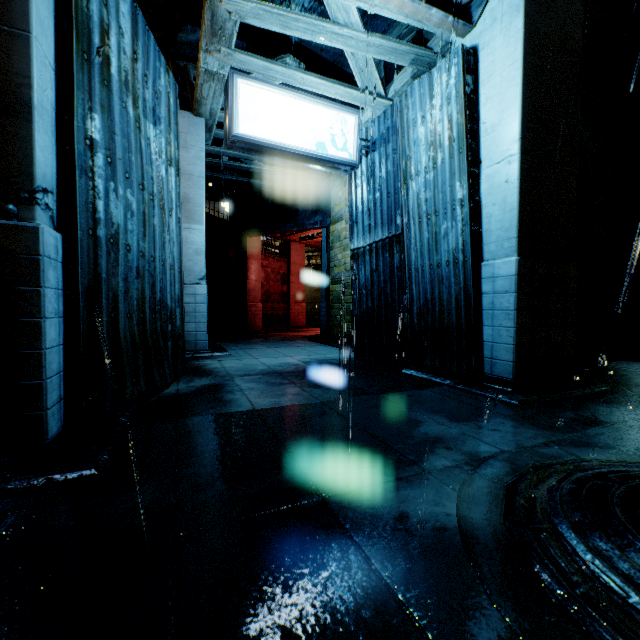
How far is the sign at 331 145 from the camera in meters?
5.6

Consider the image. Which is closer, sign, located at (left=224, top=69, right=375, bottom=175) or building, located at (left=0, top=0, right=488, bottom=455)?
building, located at (left=0, top=0, right=488, bottom=455)

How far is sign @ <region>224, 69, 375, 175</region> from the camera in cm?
559

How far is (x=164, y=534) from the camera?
1.7m

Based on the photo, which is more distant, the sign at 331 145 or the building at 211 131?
the sign at 331 145
